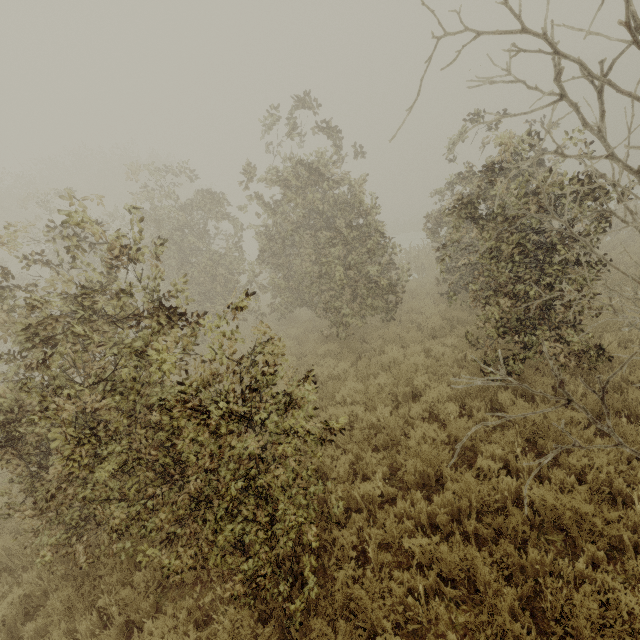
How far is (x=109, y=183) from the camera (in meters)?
31.75
